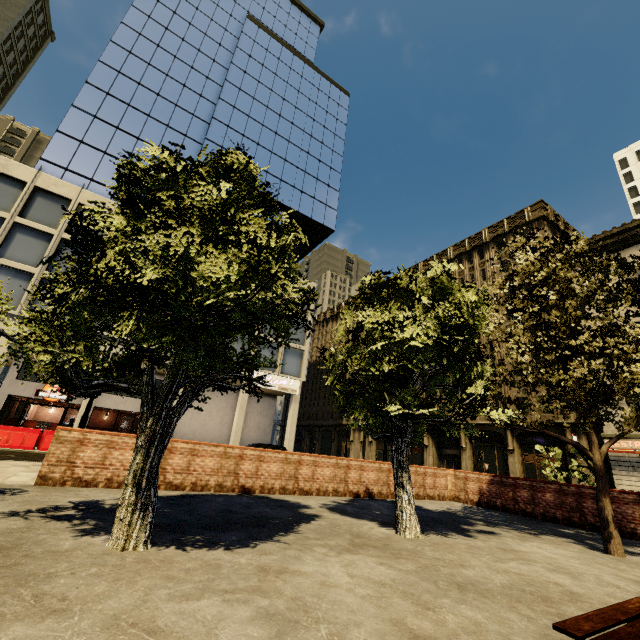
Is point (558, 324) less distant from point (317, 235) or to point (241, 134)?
point (317, 235)

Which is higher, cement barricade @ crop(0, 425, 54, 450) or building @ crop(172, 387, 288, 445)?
building @ crop(172, 387, 288, 445)

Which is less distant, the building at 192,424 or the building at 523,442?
the building at 192,424

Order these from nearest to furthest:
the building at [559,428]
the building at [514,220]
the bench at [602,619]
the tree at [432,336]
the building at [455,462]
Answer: the bench at [602,619], the tree at [432,336], the building at [559,428], the building at [455,462], the building at [514,220]

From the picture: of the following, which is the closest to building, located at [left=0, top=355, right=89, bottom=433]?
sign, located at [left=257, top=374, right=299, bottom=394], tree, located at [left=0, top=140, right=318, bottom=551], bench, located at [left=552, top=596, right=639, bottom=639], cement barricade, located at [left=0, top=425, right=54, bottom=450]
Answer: sign, located at [left=257, top=374, right=299, bottom=394]

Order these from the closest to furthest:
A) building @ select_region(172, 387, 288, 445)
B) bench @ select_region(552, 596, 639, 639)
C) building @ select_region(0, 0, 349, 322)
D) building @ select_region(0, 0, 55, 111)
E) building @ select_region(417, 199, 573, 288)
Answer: bench @ select_region(552, 596, 639, 639) → building @ select_region(0, 0, 349, 322) → building @ select_region(172, 387, 288, 445) → building @ select_region(417, 199, 573, 288) → building @ select_region(0, 0, 55, 111)
